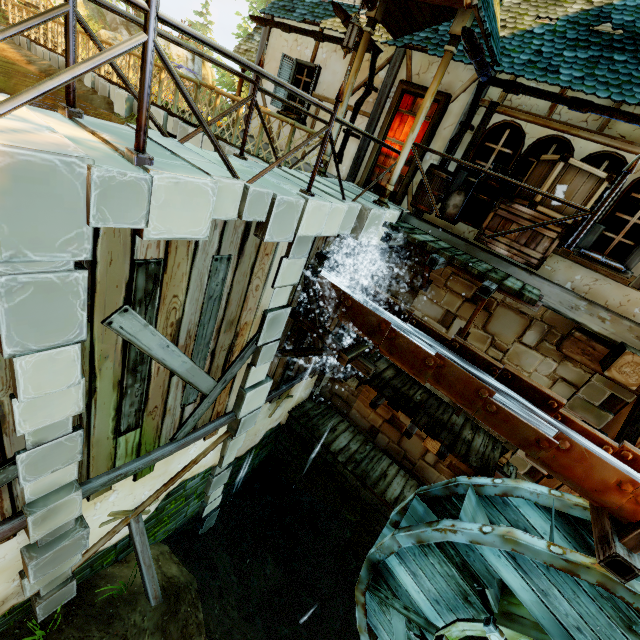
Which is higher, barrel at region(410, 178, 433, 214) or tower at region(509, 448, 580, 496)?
barrel at region(410, 178, 433, 214)

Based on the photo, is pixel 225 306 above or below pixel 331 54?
below

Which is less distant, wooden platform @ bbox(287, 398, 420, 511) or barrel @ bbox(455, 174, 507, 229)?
barrel @ bbox(455, 174, 507, 229)

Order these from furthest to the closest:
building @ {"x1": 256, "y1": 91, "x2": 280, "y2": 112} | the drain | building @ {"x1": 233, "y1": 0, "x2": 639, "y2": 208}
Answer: building @ {"x1": 256, "y1": 91, "x2": 280, "y2": 112}
building @ {"x1": 233, "y1": 0, "x2": 639, "y2": 208}
the drain

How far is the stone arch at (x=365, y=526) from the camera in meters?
8.5

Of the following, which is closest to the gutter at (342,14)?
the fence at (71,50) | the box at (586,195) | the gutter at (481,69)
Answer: the fence at (71,50)

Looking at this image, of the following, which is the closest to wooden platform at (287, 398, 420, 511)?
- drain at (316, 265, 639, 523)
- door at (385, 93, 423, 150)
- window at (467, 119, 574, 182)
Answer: drain at (316, 265, 639, 523)

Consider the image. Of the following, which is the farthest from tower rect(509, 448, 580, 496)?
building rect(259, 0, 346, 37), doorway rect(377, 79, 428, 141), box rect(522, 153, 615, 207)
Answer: doorway rect(377, 79, 428, 141)
